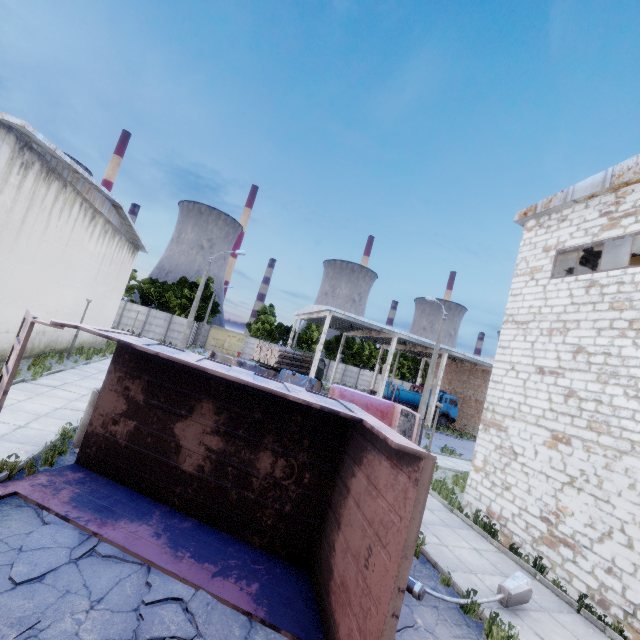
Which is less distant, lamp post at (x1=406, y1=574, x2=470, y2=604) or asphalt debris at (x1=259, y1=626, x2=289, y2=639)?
asphalt debris at (x1=259, y1=626, x2=289, y2=639)

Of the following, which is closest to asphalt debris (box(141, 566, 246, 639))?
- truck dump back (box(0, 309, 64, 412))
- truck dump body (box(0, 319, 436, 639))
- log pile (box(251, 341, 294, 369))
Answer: truck dump body (box(0, 319, 436, 639))

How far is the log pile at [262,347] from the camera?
28.6 meters

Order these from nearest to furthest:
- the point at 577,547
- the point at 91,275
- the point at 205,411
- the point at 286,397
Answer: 1. the point at 286,397
2. the point at 205,411
3. the point at 577,547
4. the point at 91,275

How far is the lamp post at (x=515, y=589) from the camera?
6.25m

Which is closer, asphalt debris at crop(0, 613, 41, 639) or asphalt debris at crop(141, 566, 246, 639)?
asphalt debris at crop(0, 613, 41, 639)

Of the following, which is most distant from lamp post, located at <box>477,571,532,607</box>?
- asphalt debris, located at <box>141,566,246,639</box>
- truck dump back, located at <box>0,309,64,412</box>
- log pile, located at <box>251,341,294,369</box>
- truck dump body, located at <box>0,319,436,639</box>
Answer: log pile, located at <box>251,341,294,369</box>

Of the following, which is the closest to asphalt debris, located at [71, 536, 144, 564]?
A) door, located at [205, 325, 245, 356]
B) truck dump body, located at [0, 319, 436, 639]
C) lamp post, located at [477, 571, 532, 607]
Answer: truck dump body, located at [0, 319, 436, 639]
